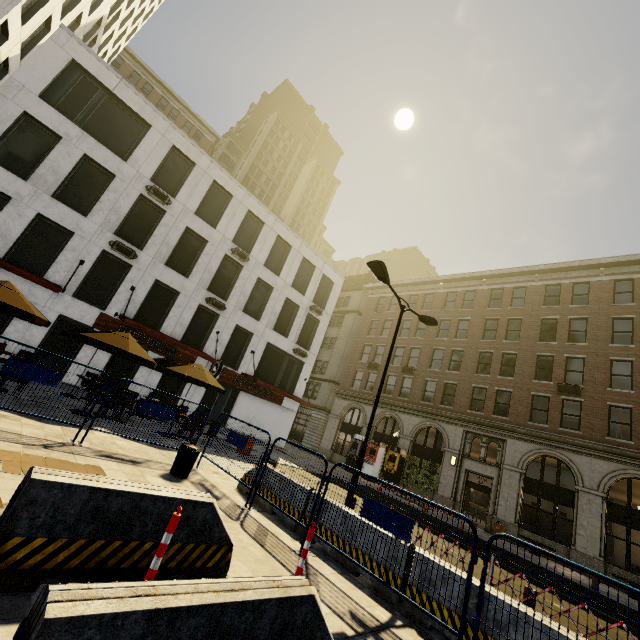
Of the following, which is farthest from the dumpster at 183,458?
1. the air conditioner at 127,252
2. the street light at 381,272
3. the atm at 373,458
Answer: the atm at 373,458

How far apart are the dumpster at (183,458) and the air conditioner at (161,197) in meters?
16.1

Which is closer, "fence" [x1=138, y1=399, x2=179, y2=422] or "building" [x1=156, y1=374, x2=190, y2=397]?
"fence" [x1=138, y1=399, x2=179, y2=422]

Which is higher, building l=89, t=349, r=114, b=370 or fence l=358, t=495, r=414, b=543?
building l=89, t=349, r=114, b=370

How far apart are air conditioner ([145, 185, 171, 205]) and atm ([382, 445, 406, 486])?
23.9 meters

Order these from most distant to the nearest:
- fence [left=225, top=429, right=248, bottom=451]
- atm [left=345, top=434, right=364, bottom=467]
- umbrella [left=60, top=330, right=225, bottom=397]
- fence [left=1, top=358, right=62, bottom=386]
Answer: atm [left=345, top=434, right=364, bottom=467], umbrella [left=60, top=330, right=225, bottom=397], fence [left=225, top=429, right=248, bottom=451], fence [left=1, top=358, right=62, bottom=386]

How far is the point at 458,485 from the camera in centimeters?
2302cm
